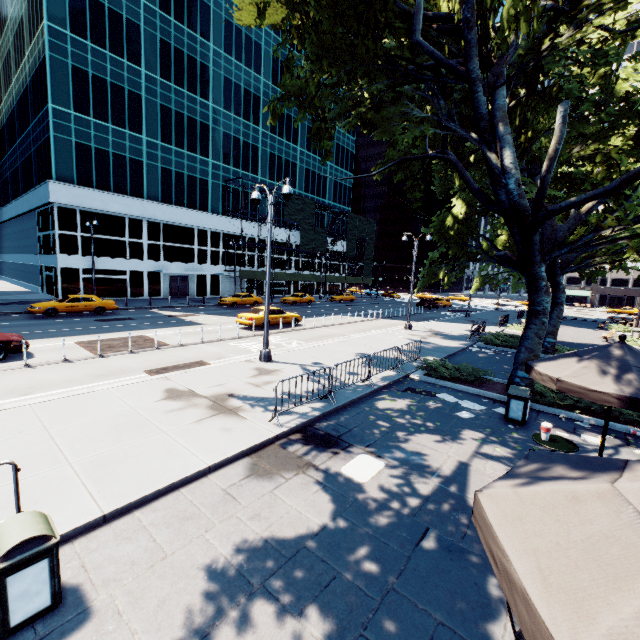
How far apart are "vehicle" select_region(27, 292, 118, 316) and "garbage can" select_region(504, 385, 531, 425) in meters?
27.3

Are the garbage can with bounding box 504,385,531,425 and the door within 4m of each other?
no

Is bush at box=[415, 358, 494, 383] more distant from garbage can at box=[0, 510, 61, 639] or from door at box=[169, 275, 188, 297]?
door at box=[169, 275, 188, 297]

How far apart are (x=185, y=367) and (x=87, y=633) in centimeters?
986cm

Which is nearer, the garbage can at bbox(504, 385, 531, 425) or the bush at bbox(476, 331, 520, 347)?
the garbage can at bbox(504, 385, 531, 425)

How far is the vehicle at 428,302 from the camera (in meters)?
45.51

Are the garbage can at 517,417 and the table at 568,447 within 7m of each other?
yes

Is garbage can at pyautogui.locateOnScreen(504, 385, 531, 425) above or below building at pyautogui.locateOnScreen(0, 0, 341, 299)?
below
